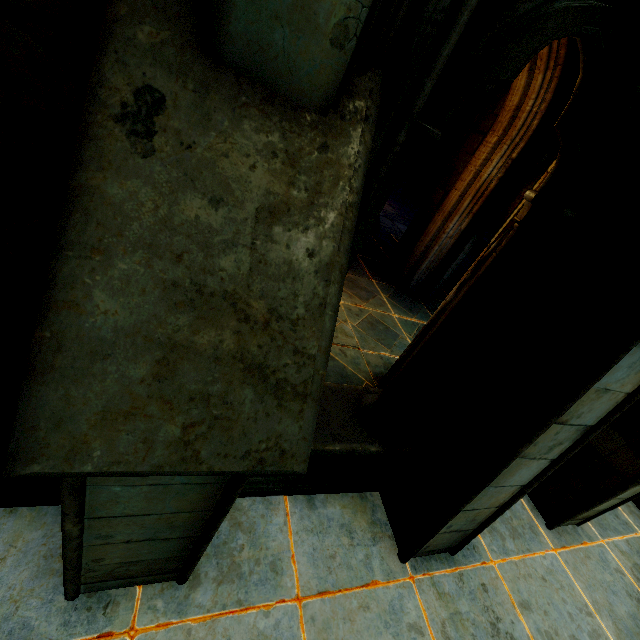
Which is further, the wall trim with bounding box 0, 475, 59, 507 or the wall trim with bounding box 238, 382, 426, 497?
the wall trim with bounding box 238, 382, 426, 497

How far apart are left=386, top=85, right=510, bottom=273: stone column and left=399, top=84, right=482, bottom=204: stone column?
9.3m

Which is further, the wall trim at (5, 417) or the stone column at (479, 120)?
the stone column at (479, 120)

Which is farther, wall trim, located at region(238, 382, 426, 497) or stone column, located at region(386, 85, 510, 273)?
stone column, located at region(386, 85, 510, 273)

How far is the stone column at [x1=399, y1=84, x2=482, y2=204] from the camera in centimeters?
1369cm

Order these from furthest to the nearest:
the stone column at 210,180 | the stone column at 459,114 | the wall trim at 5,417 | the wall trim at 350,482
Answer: the stone column at 459,114
the wall trim at 350,482
the wall trim at 5,417
the stone column at 210,180

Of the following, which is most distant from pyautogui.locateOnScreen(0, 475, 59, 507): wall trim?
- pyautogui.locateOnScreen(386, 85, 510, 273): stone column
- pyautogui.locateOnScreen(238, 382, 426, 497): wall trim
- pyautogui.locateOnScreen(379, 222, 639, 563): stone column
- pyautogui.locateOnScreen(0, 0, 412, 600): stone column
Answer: pyautogui.locateOnScreen(386, 85, 510, 273): stone column

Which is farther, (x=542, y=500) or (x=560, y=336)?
(x=542, y=500)
